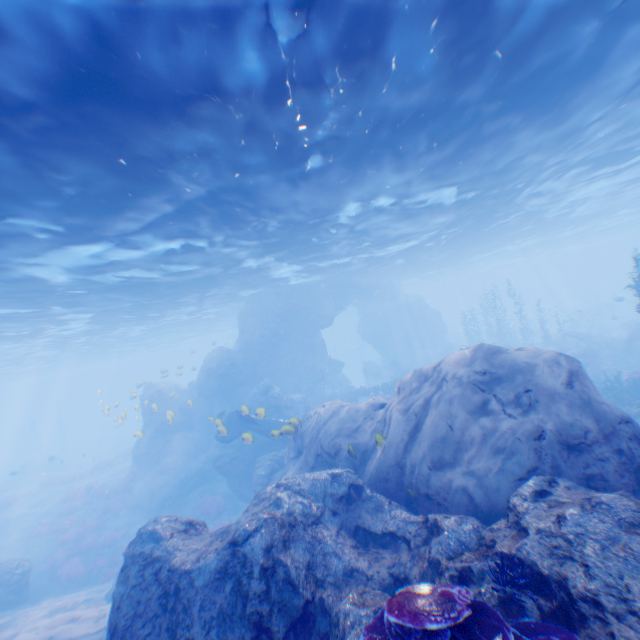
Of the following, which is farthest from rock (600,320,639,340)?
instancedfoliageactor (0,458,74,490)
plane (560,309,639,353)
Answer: instancedfoliageactor (0,458,74,490)

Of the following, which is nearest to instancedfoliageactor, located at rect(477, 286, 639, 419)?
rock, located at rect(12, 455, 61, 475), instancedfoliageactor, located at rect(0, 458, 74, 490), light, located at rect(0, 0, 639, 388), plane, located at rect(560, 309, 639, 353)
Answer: plane, located at rect(560, 309, 639, 353)

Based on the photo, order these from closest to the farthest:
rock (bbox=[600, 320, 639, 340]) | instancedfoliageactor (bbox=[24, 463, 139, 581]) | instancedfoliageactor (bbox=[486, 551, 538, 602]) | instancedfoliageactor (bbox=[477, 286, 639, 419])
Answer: instancedfoliageactor (bbox=[486, 551, 538, 602]), instancedfoliageactor (bbox=[477, 286, 639, 419]), instancedfoliageactor (bbox=[24, 463, 139, 581]), rock (bbox=[600, 320, 639, 340])

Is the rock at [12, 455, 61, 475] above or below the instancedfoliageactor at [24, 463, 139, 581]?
above

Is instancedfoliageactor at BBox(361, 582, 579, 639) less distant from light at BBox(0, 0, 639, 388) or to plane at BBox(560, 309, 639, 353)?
light at BBox(0, 0, 639, 388)

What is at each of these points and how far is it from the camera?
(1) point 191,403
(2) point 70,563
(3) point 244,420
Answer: (1) rock, 17.1 meters
(2) instancedfoliageactor, 17.0 meters
(3) plane, 18.2 meters

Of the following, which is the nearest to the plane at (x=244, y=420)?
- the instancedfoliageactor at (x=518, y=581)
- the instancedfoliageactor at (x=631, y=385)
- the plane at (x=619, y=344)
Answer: the instancedfoliageactor at (x=631, y=385)

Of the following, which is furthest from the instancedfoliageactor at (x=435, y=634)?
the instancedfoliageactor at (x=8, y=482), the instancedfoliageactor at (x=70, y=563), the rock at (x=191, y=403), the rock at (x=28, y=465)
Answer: the rock at (x=28, y=465)
